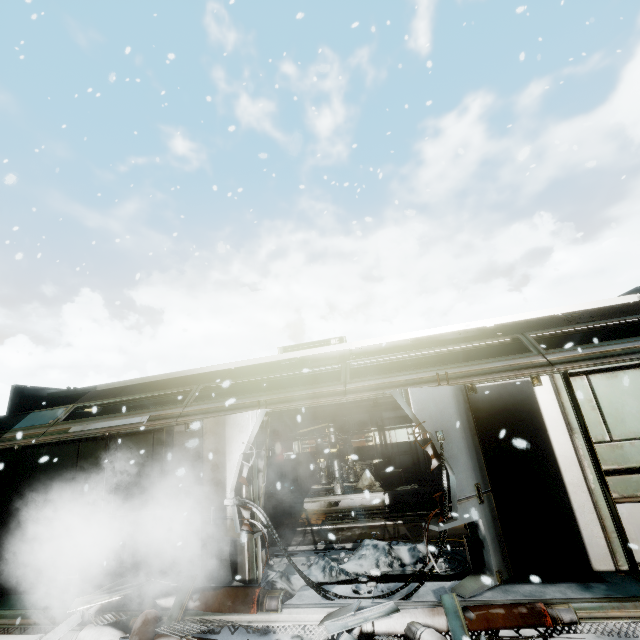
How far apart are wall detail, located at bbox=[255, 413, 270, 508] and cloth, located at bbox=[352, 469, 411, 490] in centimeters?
622cm

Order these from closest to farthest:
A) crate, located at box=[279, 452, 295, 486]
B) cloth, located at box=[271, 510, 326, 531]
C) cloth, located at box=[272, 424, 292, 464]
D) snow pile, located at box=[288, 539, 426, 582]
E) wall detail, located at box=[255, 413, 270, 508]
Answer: snow pile, located at box=[288, 539, 426, 582] → wall detail, located at box=[255, 413, 270, 508] → cloth, located at box=[271, 510, 326, 531] → crate, located at box=[279, 452, 295, 486] → cloth, located at box=[272, 424, 292, 464]

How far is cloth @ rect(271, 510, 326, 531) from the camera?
9.50m

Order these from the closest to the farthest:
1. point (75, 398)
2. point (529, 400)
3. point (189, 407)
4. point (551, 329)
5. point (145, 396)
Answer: point (529, 400) < point (551, 329) < point (189, 407) < point (145, 396) < point (75, 398)

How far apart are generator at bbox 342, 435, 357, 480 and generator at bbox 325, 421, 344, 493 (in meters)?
0.14

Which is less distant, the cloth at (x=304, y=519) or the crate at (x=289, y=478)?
the cloth at (x=304, y=519)

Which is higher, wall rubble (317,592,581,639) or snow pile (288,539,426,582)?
snow pile (288,539,426,582)

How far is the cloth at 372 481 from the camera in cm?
1135
